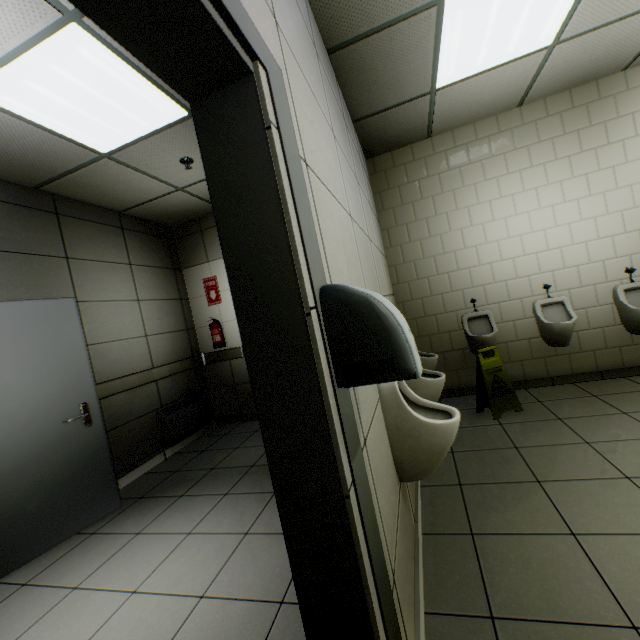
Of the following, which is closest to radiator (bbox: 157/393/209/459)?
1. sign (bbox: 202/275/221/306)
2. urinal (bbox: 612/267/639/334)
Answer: sign (bbox: 202/275/221/306)

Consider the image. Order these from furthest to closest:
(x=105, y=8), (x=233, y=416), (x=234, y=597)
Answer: (x=233, y=416)
(x=234, y=597)
(x=105, y=8)

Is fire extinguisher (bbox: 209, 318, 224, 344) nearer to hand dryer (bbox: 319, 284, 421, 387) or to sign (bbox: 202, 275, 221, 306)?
sign (bbox: 202, 275, 221, 306)

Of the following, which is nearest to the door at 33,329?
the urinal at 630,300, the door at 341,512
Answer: the door at 341,512

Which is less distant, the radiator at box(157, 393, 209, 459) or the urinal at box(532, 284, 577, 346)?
the urinal at box(532, 284, 577, 346)

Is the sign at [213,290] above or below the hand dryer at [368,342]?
above

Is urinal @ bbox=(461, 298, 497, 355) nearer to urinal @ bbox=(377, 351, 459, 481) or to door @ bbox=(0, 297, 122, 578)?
urinal @ bbox=(377, 351, 459, 481)

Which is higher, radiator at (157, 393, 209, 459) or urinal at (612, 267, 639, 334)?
urinal at (612, 267, 639, 334)
